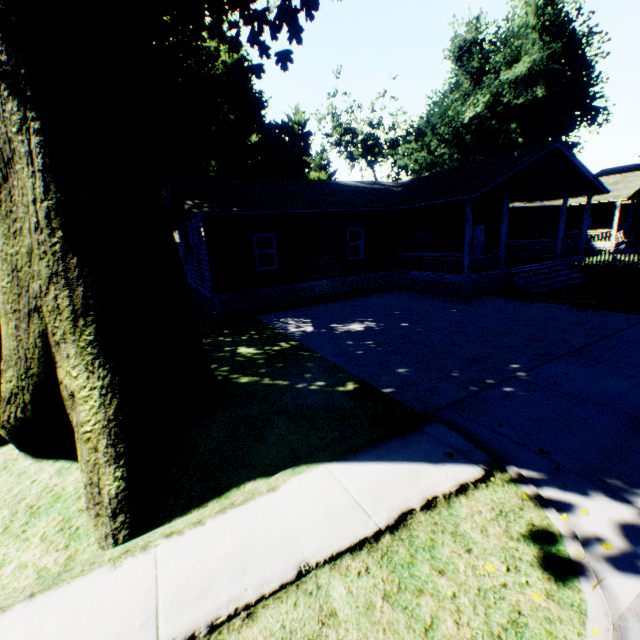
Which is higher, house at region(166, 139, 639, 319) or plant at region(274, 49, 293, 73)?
plant at region(274, 49, 293, 73)

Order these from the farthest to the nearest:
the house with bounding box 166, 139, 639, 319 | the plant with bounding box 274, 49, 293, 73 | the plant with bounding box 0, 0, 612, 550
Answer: the plant with bounding box 274, 49, 293, 73, the house with bounding box 166, 139, 639, 319, the plant with bounding box 0, 0, 612, 550

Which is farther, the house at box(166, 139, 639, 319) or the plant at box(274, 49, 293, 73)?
the plant at box(274, 49, 293, 73)

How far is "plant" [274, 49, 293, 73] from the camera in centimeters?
1495cm

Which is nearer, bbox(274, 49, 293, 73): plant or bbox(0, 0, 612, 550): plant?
bbox(0, 0, 612, 550): plant

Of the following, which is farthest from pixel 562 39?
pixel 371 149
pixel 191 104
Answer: pixel 191 104

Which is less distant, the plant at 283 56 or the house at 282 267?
the house at 282 267

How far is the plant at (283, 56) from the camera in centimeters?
1495cm
